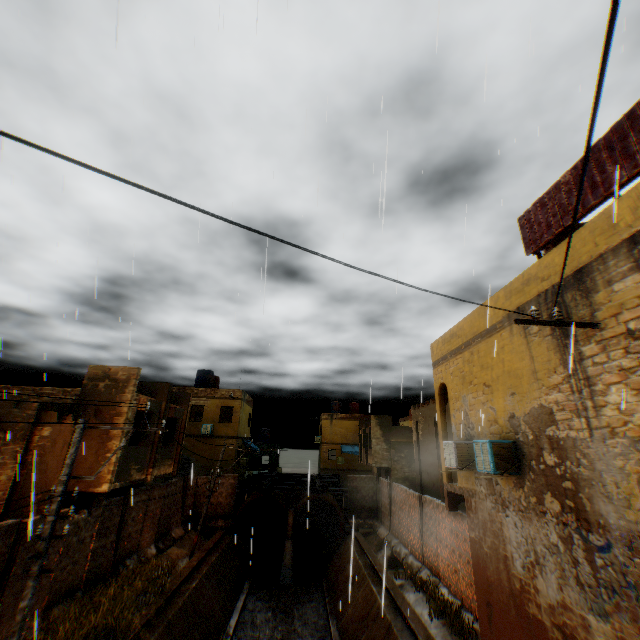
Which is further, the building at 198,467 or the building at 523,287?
the building at 198,467

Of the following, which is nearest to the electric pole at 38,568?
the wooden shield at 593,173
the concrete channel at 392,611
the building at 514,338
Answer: the building at 514,338

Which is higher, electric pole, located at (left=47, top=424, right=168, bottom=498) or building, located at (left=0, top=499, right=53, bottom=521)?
electric pole, located at (left=47, top=424, right=168, bottom=498)

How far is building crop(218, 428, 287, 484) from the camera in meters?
28.1 m

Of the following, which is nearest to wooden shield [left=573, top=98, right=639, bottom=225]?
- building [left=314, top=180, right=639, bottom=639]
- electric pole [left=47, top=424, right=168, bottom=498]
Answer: building [left=314, top=180, right=639, bottom=639]

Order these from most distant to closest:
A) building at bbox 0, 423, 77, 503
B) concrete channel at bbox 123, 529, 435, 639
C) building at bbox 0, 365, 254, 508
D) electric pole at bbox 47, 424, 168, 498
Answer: building at bbox 0, 365, 254, 508
concrete channel at bbox 123, 529, 435, 639
building at bbox 0, 423, 77, 503
electric pole at bbox 47, 424, 168, 498

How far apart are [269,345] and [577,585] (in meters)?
8.88

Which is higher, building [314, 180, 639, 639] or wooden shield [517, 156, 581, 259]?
wooden shield [517, 156, 581, 259]
